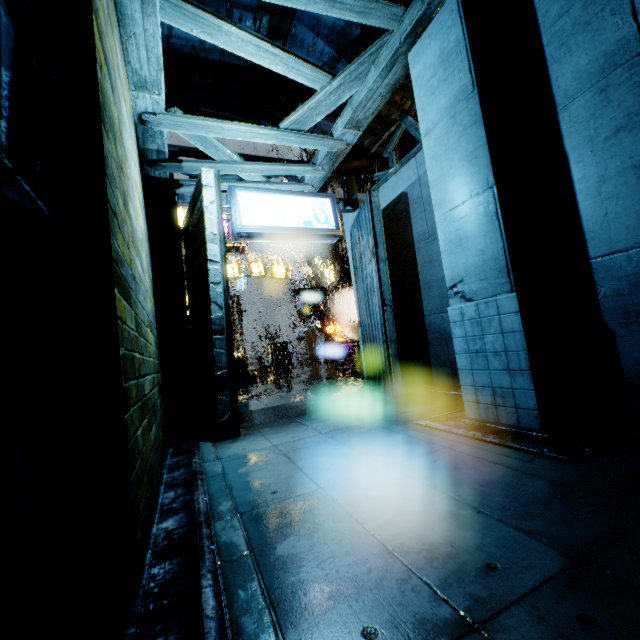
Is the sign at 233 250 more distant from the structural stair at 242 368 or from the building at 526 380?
the structural stair at 242 368

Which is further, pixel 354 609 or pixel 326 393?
pixel 326 393

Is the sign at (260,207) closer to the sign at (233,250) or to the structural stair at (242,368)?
the structural stair at (242,368)

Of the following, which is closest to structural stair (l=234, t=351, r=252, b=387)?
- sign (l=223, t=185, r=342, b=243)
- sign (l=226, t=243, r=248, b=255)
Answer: sign (l=226, t=243, r=248, b=255)

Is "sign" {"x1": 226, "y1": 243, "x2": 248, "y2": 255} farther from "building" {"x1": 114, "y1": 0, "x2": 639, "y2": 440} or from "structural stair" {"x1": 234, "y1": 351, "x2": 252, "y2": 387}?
"structural stair" {"x1": 234, "y1": 351, "x2": 252, "y2": 387}

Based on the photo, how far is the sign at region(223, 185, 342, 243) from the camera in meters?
7.1

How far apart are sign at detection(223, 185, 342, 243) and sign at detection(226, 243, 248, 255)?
19.6m

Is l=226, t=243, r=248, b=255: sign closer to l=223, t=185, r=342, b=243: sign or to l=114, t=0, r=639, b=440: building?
l=114, t=0, r=639, b=440: building
